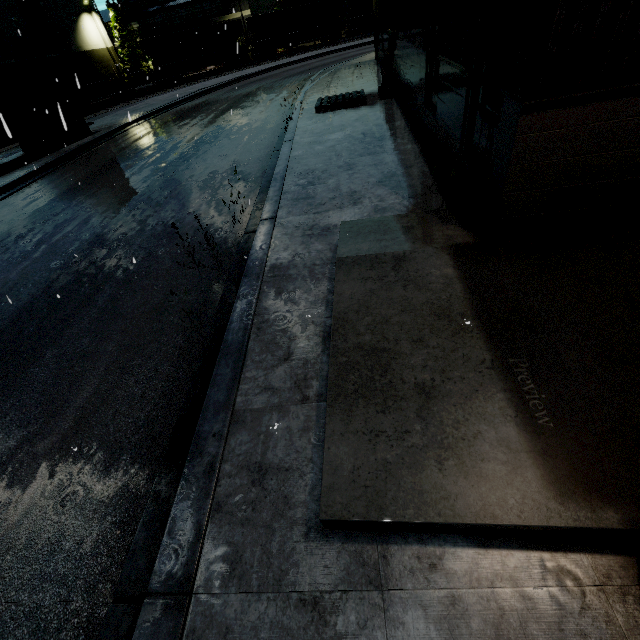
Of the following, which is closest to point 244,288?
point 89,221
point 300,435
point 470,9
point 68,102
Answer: point 300,435

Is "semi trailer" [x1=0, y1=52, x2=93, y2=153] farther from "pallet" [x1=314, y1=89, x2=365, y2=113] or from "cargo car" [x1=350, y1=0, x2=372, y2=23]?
"pallet" [x1=314, y1=89, x2=365, y2=113]

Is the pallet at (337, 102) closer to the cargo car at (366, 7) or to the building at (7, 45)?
the building at (7, 45)

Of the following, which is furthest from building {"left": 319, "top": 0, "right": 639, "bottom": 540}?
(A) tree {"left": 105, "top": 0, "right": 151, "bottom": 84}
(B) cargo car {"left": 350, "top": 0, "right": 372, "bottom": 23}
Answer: (B) cargo car {"left": 350, "top": 0, "right": 372, "bottom": 23}

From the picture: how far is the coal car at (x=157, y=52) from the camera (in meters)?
35.97

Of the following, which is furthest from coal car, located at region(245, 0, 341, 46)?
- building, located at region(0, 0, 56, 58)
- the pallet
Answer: the pallet

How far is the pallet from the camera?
12.2m

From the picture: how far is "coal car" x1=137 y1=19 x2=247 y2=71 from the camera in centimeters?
3597cm
